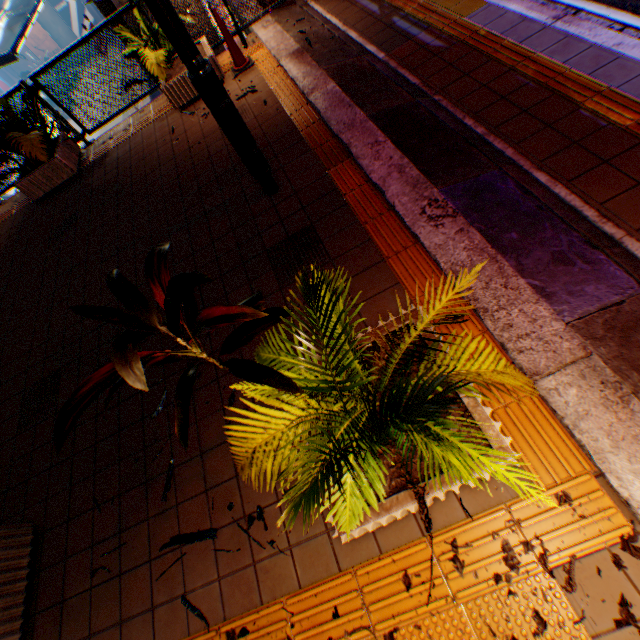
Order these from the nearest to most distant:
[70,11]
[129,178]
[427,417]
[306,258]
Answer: [427,417] → [306,258] → [129,178] → [70,11]

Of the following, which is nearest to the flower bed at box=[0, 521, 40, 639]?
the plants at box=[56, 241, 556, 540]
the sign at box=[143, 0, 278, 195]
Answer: the plants at box=[56, 241, 556, 540]

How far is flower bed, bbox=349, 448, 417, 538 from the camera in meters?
1.7

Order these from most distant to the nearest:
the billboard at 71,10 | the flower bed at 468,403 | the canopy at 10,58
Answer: the billboard at 71,10 < the canopy at 10,58 < the flower bed at 468,403

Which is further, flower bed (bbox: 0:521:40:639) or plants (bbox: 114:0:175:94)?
plants (bbox: 114:0:175:94)

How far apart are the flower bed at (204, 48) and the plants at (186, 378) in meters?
5.6 m

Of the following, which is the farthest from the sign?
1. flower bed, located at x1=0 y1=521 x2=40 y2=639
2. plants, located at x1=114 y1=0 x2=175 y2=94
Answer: flower bed, located at x1=0 y1=521 x2=40 y2=639

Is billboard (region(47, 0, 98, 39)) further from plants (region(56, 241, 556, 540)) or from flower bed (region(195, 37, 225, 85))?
plants (region(56, 241, 556, 540))
